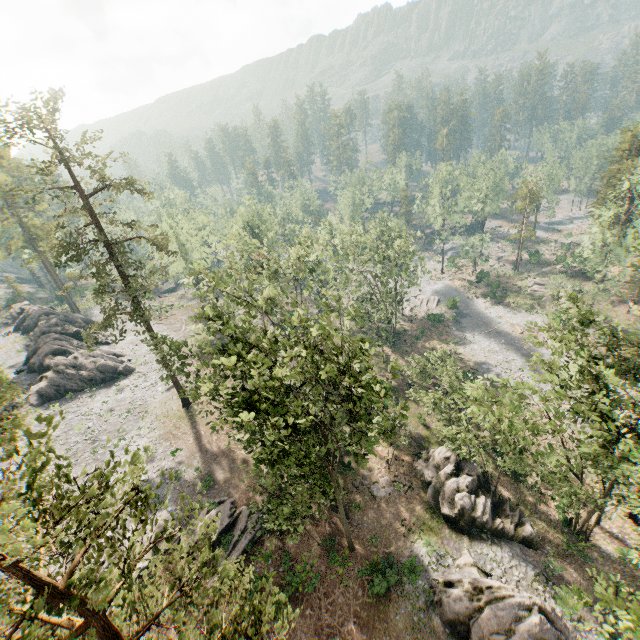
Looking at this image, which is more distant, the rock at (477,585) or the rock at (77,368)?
the rock at (77,368)

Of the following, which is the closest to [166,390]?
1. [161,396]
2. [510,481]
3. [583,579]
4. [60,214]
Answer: [161,396]

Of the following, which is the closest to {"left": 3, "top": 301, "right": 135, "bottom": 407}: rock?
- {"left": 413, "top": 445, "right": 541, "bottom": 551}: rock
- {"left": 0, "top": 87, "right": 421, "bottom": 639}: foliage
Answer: {"left": 0, "top": 87, "right": 421, "bottom": 639}: foliage

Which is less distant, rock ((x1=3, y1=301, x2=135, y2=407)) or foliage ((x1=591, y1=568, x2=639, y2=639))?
foliage ((x1=591, y1=568, x2=639, y2=639))

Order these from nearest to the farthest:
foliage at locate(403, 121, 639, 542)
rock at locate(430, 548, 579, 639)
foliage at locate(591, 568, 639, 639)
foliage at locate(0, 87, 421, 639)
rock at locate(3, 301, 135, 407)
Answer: foliage at locate(0, 87, 421, 639), foliage at locate(591, 568, 639, 639), rock at locate(430, 548, 579, 639), foliage at locate(403, 121, 639, 542), rock at locate(3, 301, 135, 407)

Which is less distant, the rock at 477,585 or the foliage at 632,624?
the foliage at 632,624

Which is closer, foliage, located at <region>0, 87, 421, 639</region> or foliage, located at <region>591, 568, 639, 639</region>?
foliage, located at <region>0, 87, 421, 639</region>
